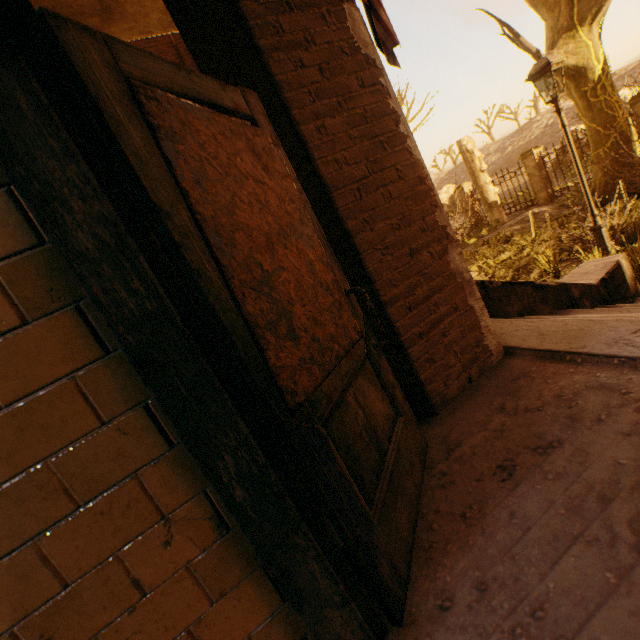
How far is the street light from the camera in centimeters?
555cm

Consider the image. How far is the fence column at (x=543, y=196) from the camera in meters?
14.5 m

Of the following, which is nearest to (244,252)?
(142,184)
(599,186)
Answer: (142,184)

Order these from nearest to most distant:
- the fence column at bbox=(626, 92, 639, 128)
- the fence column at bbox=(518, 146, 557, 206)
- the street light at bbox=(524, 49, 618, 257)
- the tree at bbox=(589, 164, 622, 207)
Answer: the street light at bbox=(524, 49, 618, 257)
the tree at bbox=(589, 164, 622, 207)
the fence column at bbox=(626, 92, 639, 128)
the fence column at bbox=(518, 146, 557, 206)

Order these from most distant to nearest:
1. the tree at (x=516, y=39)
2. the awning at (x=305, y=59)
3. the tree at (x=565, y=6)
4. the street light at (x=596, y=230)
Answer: the tree at (x=516, y=39) < the tree at (x=565, y=6) < the street light at (x=596, y=230) < the awning at (x=305, y=59)

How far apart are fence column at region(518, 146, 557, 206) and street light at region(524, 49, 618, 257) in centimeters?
1056cm

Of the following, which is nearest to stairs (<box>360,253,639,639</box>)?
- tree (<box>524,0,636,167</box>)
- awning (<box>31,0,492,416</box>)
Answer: awning (<box>31,0,492,416</box>)

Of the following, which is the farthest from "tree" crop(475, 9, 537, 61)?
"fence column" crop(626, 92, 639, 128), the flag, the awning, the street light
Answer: "fence column" crop(626, 92, 639, 128)
